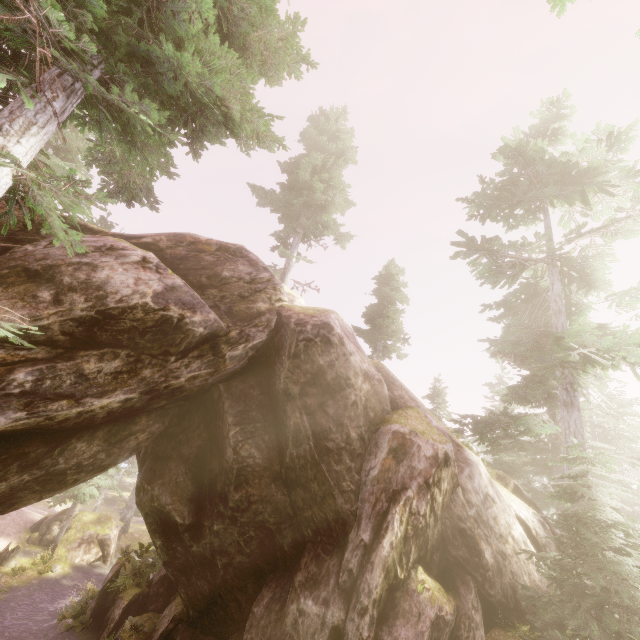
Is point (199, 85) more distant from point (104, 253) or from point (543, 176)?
point (543, 176)

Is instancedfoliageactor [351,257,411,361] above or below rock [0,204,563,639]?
above

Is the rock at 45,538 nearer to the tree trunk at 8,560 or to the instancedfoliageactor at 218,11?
the instancedfoliageactor at 218,11

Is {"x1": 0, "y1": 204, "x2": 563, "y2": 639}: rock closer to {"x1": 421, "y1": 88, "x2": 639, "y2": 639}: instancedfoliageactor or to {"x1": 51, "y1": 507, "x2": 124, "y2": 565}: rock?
{"x1": 421, "y1": 88, "x2": 639, "y2": 639}: instancedfoliageactor

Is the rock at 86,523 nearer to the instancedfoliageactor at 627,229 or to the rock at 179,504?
the instancedfoliageactor at 627,229

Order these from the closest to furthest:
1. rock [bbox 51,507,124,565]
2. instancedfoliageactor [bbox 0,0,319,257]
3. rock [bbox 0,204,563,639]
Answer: instancedfoliageactor [bbox 0,0,319,257]
rock [bbox 0,204,563,639]
rock [bbox 51,507,124,565]

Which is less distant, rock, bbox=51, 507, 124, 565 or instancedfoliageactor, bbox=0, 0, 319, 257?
instancedfoliageactor, bbox=0, 0, 319, 257
